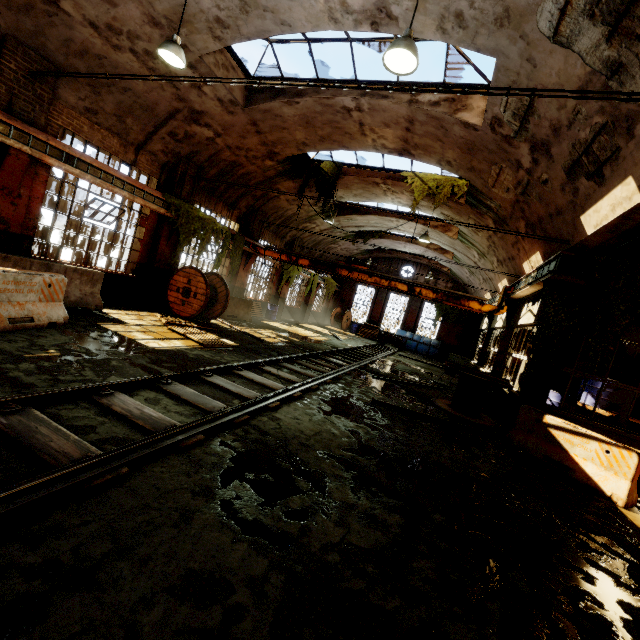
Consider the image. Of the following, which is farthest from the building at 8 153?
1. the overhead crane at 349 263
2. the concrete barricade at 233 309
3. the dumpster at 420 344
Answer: the dumpster at 420 344

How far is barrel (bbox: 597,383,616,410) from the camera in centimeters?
979cm

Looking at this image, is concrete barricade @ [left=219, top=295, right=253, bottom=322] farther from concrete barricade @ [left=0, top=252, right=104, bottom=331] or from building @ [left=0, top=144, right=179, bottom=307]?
concrete barricade @ [left=0, top=252, right=104, bottom=331]

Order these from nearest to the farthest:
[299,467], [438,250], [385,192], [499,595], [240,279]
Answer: [499,595]
[299,467]
[385,192]
[240,279]
[438,250]

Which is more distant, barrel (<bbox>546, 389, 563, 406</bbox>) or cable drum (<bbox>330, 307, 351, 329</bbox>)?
cable drum (<bbox>330, 307, 351, 329</bbox>)

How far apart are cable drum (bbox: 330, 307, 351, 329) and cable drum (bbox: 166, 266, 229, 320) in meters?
17.4

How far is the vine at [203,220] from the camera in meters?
11.5 m

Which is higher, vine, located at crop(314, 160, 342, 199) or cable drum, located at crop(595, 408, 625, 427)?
vine, located at crop(314, 160, 342, 199)
